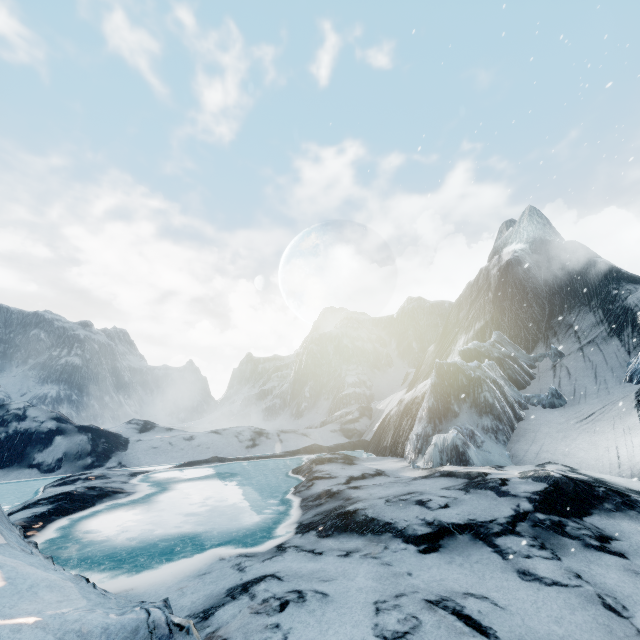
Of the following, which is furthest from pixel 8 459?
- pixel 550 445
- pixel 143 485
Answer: pixel 550 445
